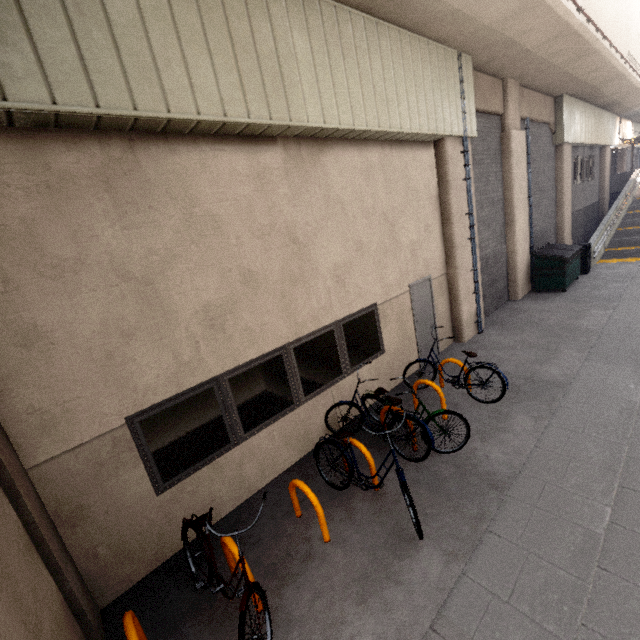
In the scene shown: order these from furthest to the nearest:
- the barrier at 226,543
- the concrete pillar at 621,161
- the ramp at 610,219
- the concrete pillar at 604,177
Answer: the concrete pillar at 621,161 → the concrete pillar at 604,177 → the ramp at 610,219 → the barrier at 226,543

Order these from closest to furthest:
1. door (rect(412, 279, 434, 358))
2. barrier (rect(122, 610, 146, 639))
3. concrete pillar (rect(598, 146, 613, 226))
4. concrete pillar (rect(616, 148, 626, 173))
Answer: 1. barrier (rect(122, 610, 146, 639))
2. door (rect(412, 279, 434, 358))
3. concrete pillar (rect(598, 146, 613, 226))
4. concrete pillar (rect(616, 148, 626, 173))

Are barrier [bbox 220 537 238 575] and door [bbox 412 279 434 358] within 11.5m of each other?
yes

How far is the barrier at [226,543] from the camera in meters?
3.3

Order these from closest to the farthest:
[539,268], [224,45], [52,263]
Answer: [52,263] → [224,45] → [539,268]

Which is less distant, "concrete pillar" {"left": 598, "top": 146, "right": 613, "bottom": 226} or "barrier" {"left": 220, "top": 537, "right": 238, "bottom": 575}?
"barrier" {"left": 220, "top": 537, "right": 238, "bottom": 575}

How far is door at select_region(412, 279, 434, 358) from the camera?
7.66m

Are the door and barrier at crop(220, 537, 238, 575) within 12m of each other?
yes
